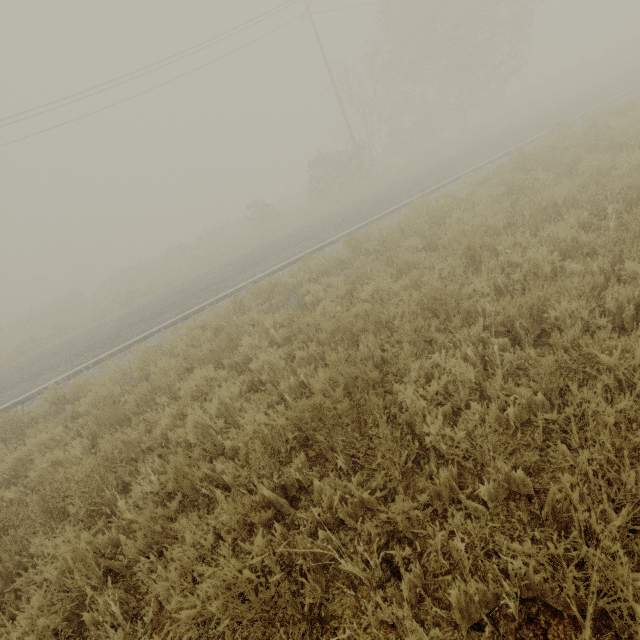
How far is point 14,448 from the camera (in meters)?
5.94
